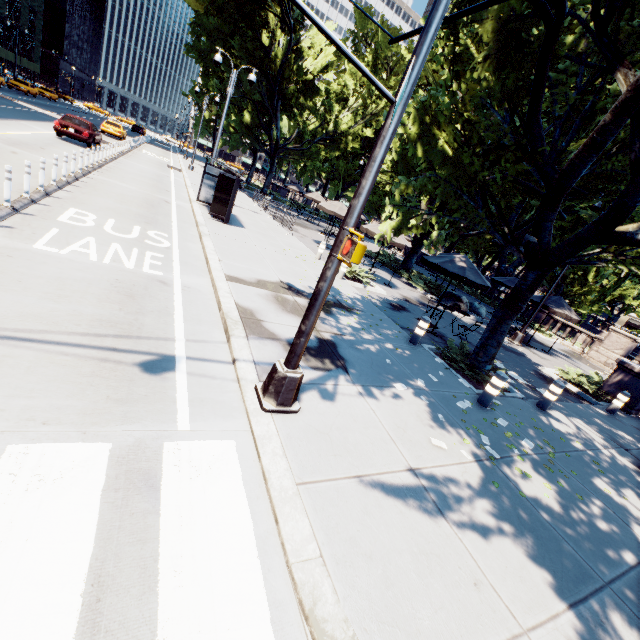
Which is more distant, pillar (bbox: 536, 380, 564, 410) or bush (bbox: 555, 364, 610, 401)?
bush (bbox: 555, 364, 610, 401)

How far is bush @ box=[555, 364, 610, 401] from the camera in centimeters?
1255cm

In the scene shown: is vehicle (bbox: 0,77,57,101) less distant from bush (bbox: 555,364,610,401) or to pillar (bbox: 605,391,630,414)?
bush (bbox: 555,364,610,401)

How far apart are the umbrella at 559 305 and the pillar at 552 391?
9.2m

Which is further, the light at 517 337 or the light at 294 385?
the light at 517 337

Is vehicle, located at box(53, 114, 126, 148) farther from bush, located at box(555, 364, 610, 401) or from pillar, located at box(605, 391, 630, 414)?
pillar, located at box(605, 391, 630, 414)

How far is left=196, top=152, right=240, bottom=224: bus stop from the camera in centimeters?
1397cm

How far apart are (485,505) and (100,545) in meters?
4.6 m
